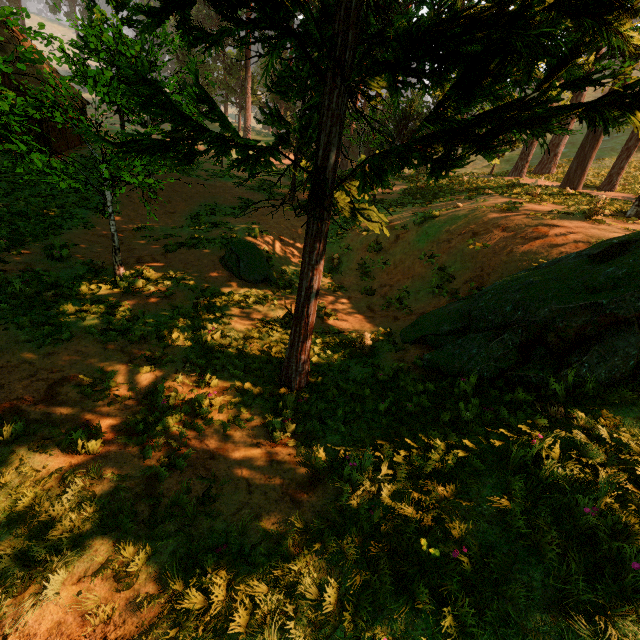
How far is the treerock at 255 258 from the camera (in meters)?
11.42

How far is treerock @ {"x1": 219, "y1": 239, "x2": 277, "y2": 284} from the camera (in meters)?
11.42

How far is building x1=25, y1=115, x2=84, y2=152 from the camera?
20.73m

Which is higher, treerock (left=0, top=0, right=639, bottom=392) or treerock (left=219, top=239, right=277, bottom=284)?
treerock (left=0, top=0, right=639, bottom=392)

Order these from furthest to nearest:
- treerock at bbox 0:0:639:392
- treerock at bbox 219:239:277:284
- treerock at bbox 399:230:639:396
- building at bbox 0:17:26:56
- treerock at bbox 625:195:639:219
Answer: building at bbox 0:17:26:56 → treerock at bbox 219:239:277:284 → treerock at bbox 625:195:639:219 → treerock at bbox 399:230:639:396 → treerock at bbox 0:0:639:392

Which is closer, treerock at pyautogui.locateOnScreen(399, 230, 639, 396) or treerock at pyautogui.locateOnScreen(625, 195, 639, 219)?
treerock at pyautogui.locateOnScreen(399, 230, 639, 396)

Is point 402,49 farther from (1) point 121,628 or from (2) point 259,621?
(1) point 121,628

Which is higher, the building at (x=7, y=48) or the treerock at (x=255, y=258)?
the building at (x=7, y=48)
